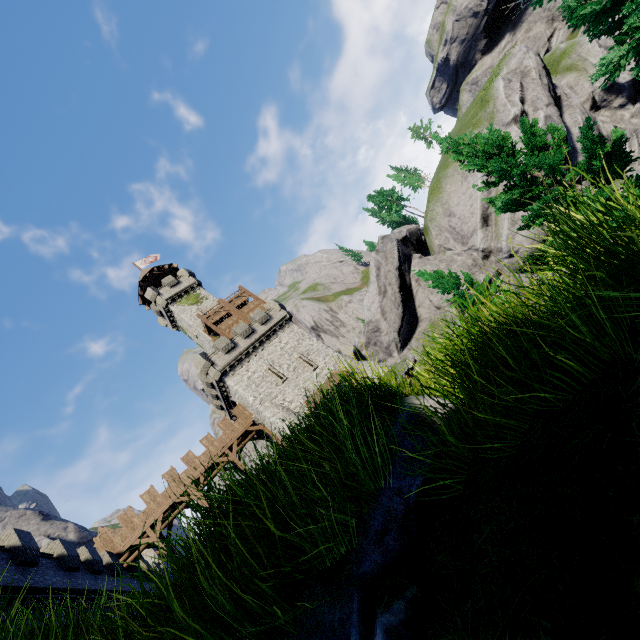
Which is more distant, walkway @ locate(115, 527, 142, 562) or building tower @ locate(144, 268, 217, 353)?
building tower @ locate(144, 268, 217, 353)

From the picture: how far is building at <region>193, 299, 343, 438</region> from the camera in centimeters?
3031cm

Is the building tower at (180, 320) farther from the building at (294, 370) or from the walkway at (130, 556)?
the walkway at (130, 556)

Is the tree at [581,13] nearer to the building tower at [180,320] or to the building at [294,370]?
the building at [294,370]

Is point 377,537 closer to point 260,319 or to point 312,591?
point 312,591

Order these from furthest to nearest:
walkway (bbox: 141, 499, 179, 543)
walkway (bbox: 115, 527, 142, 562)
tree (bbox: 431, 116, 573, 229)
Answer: walkway (bbox: 141, 499, 179, 543) → walkway (bbox: 115, 527, 142, 562) → tree (bbox: 431, 116, 573, 229)

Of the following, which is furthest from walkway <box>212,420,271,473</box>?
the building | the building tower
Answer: the building tower

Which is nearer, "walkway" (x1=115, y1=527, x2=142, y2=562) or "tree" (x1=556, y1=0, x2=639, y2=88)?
"tree" (x1=556, y1=0, x2=639, y2=88)
